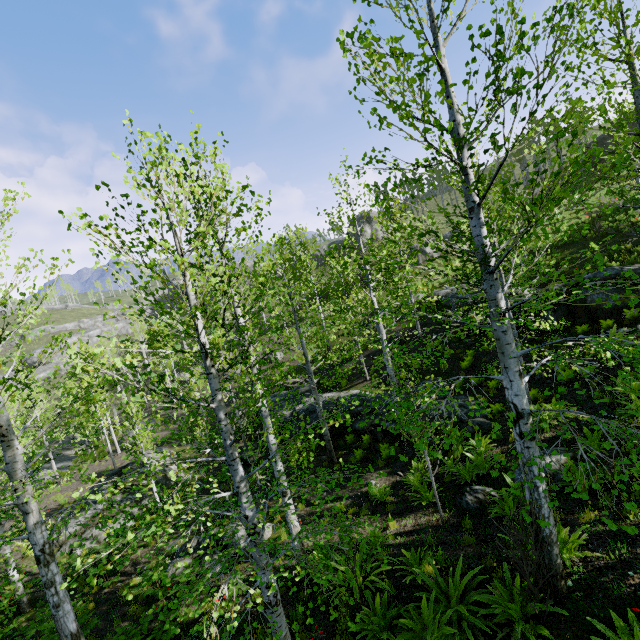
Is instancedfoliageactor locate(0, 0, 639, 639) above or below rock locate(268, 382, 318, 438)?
above

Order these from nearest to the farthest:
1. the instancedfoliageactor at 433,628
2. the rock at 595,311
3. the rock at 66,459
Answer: the instancedfoliageactor at 433,628 → the rock at 595,311 → the rock at 66,459

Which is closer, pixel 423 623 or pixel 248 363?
pixel 423 623

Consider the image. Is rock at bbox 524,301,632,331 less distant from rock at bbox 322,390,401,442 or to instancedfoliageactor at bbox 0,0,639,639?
rock at bbox 322,390,401,442

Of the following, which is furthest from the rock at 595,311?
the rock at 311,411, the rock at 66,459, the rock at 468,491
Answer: the rock at 66,459

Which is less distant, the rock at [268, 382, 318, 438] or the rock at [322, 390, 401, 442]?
the rock at [322, 390, 401, 442]

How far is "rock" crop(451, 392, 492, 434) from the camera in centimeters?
1198cm
